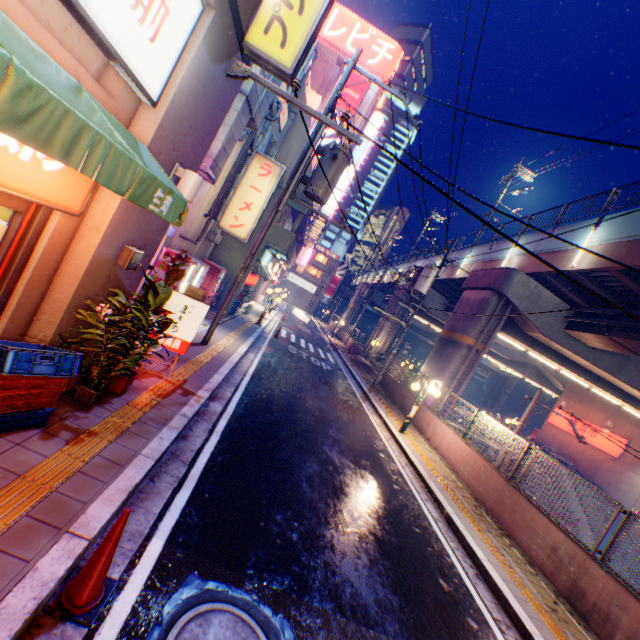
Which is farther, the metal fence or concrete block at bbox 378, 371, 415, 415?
concrete block at bbox 378, 371, 415, 415

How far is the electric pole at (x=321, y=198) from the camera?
Result: 9.5 meters

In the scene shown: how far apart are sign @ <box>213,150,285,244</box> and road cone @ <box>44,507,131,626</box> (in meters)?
11.37

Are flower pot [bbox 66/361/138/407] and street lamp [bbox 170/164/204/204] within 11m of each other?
yes

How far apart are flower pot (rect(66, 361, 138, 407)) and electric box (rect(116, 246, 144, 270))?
1.7m

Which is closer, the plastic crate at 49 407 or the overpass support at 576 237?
the plastic crate at 49 407

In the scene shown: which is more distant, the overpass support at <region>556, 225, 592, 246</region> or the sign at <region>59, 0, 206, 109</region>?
the overpass support at <region>556, 225, 592, 246</region>

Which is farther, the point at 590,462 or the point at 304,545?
the point at 590,462
